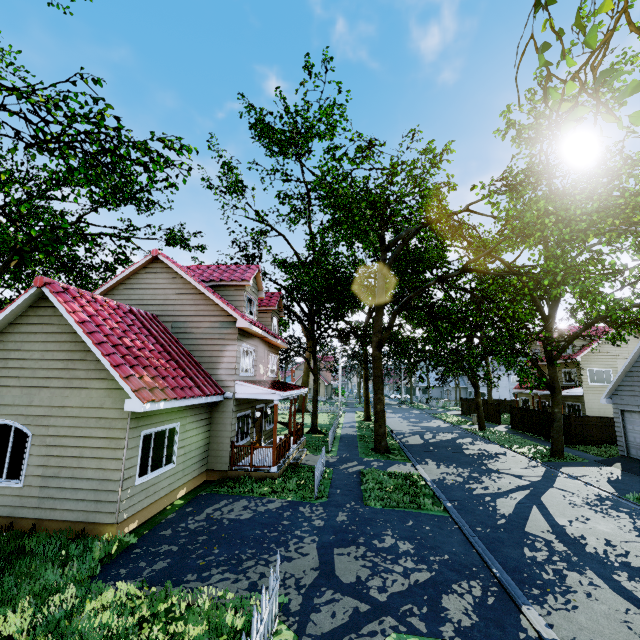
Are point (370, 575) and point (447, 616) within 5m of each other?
yes

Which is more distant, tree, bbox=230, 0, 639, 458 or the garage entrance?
the garage entrance

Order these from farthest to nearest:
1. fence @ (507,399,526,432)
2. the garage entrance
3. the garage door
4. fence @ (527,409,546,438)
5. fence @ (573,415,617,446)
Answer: fence @ (507,399,526,432) → fence @ (527,409,546,438) → fence @ (573,415,617,446) → the garage door → the garage entrance

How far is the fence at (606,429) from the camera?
21.5 meters

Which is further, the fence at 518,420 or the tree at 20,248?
the fence at 518,420

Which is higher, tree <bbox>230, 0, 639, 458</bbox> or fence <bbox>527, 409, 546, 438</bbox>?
tree <bbox>230, 0, 639, 458</bbox>

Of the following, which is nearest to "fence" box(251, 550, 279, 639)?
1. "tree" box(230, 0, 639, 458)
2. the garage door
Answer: "tree" box(230, 0, 639, 458)

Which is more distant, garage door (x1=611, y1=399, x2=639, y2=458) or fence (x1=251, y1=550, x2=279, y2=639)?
garage door (x1=611, y1=399, x2=639, y2=458)
